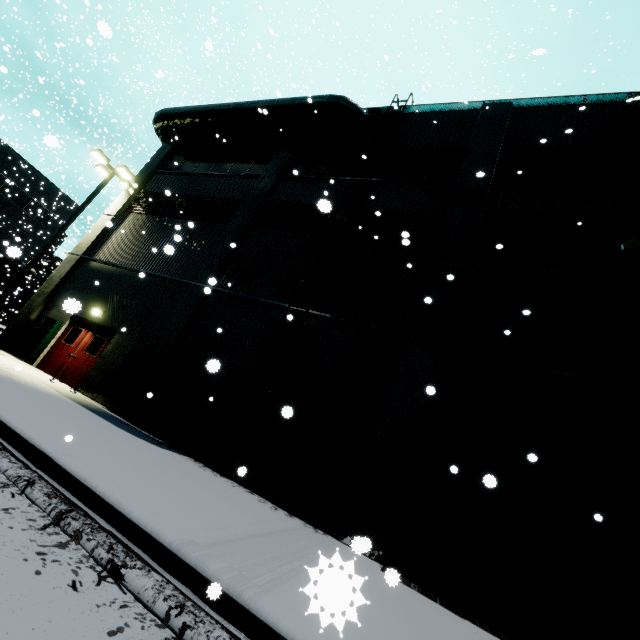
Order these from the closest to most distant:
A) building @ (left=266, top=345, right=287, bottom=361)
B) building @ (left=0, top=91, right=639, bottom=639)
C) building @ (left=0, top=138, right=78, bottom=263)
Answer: building @ (left=0, top=91, right=639, bottom=639) < building @ (left=266, top=345, right=287, bottom=361) < building @ (left=0, top=138, right=78, bottom=263)

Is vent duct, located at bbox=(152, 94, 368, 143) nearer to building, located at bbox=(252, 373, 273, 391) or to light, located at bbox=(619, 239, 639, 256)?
building, located at bbox=(252, 373, 273, 391)

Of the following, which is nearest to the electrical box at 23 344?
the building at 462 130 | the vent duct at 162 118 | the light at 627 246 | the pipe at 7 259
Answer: the building at 462 130

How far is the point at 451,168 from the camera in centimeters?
1125cm

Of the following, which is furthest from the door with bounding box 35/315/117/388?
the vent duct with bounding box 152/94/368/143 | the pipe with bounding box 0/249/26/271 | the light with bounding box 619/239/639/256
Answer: the light with bounding box 619/239/639/256

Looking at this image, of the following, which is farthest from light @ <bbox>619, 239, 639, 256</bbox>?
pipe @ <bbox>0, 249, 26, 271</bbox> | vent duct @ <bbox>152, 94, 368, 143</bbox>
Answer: pipe @ <bbox>0, 249, 26, 271</bbox>

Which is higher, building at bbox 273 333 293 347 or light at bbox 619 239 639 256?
light at bbox 619 239 639 256

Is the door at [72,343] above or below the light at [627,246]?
below
